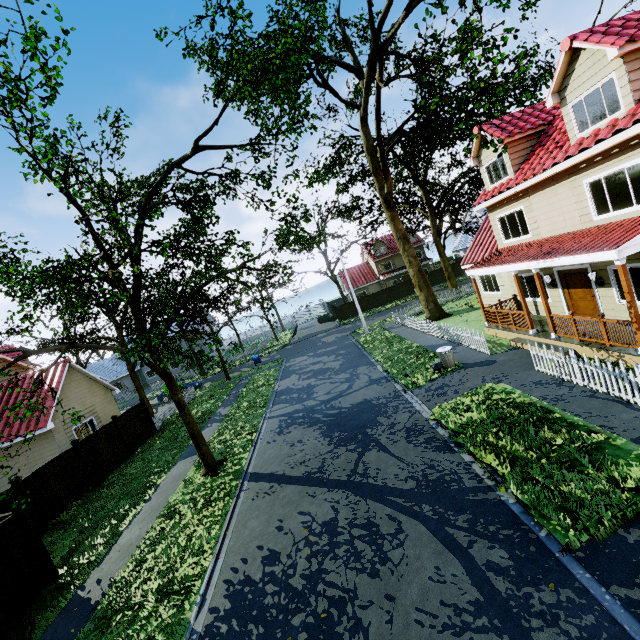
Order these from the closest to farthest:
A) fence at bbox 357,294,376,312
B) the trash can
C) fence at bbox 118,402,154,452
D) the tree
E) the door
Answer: the tree
the door
the trash can
fence at bbox 118,402,154,452
fence at bbox 357,294,376,312

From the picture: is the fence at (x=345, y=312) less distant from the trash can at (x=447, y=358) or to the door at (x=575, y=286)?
the trash can at (x=447, y=358)

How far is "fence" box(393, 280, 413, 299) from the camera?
45.03m

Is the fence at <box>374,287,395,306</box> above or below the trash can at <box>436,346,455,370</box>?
above

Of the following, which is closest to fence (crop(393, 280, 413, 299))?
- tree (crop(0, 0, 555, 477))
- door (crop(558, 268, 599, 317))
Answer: tree (crop(0, 0, 555, 477))

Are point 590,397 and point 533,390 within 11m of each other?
yes

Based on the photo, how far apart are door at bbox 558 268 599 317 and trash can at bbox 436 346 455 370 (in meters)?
4.93
